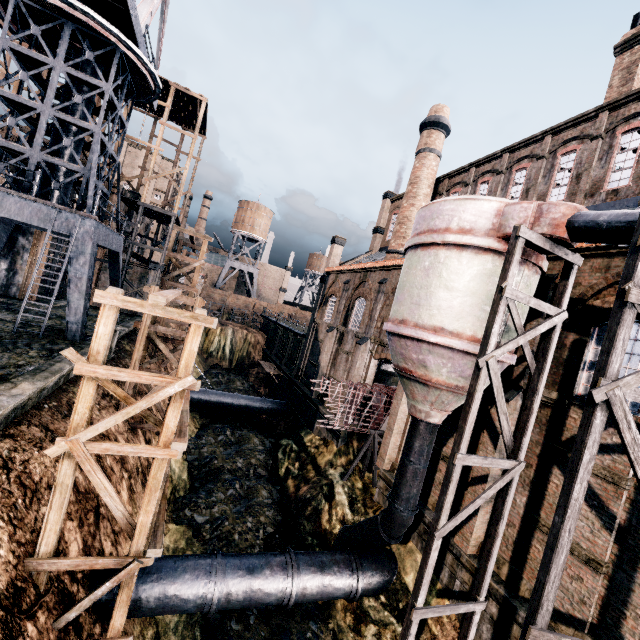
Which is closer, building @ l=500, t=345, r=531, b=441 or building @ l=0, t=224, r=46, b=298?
building @ l=500, t=345, r=531, b=441

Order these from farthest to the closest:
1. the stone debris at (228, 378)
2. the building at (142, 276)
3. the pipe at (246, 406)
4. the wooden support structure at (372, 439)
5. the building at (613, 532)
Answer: the stone debris at (228, 378), the building at (142, 276), the pipe at (246, 406), the wooden support structure at (372, 439), the building at (613, 532)

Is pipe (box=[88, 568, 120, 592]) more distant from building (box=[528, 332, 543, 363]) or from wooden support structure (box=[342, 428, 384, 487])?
wooden support structure (box=[342, 428, 384, 487])

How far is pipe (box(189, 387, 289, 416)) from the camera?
30.1m

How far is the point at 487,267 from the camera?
10.5m

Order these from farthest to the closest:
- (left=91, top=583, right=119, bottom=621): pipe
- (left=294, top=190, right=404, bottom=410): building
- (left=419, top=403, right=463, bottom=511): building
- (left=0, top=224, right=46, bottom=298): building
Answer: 1. (left=0, top=224, right=46, bottom=298): building
2. (left=294, top=190, right=404, bottom=410): building
3. (left=419, top=403, right=463, bottom=511): building
4. (left=91, top=583, right=119, bottom=621): pipe

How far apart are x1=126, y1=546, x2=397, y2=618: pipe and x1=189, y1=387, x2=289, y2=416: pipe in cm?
1844

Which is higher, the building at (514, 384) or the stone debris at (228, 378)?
the building at (514, 384)
